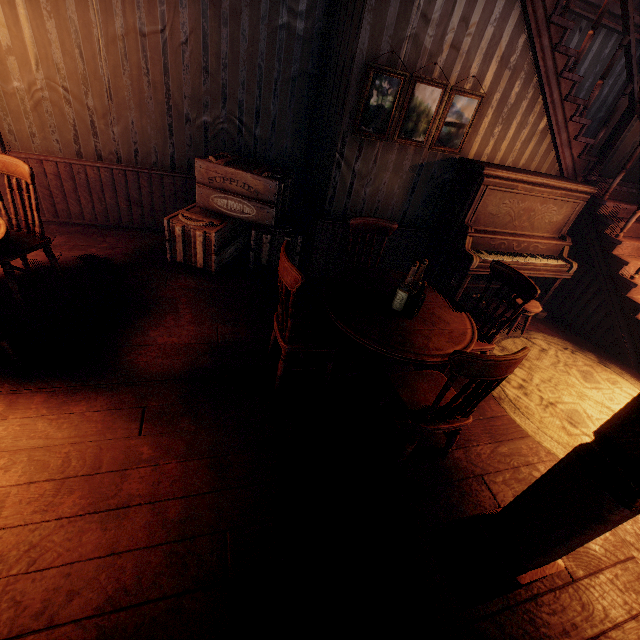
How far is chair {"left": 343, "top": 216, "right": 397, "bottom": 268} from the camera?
3.4 meters

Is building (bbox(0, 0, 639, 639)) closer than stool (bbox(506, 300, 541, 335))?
Yes

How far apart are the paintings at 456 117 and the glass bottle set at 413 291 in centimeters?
195cm

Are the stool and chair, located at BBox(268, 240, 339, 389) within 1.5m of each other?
no

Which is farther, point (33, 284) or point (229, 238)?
point (229, 238)

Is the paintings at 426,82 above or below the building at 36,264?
above

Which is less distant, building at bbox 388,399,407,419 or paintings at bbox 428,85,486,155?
building at bbox 388,399,407,419

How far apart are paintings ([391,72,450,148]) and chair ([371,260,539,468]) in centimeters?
275cm
